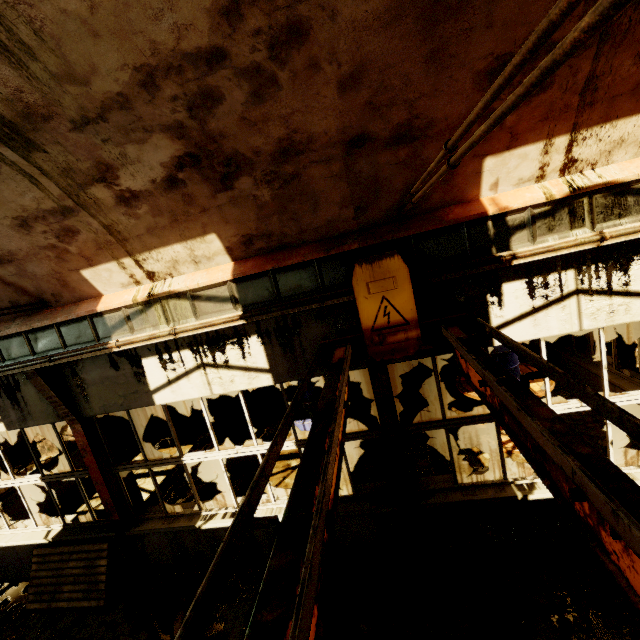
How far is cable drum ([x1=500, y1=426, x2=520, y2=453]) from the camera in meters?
6.6

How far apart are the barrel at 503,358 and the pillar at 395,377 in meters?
2.5

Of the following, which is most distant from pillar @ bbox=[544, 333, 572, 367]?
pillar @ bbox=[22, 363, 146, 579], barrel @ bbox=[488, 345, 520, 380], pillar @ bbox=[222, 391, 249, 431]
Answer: pillar @ bbox=[22, 363, 146, 579]

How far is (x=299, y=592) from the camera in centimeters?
89cm

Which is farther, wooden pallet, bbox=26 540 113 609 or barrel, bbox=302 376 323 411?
barrel, bbox=302 376 323 411

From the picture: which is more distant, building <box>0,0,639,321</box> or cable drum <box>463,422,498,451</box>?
cable drum <box>463,422,498,451</box>

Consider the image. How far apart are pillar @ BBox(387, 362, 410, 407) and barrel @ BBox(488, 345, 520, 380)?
2.5m

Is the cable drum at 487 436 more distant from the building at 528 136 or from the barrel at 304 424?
the building at 528 136
